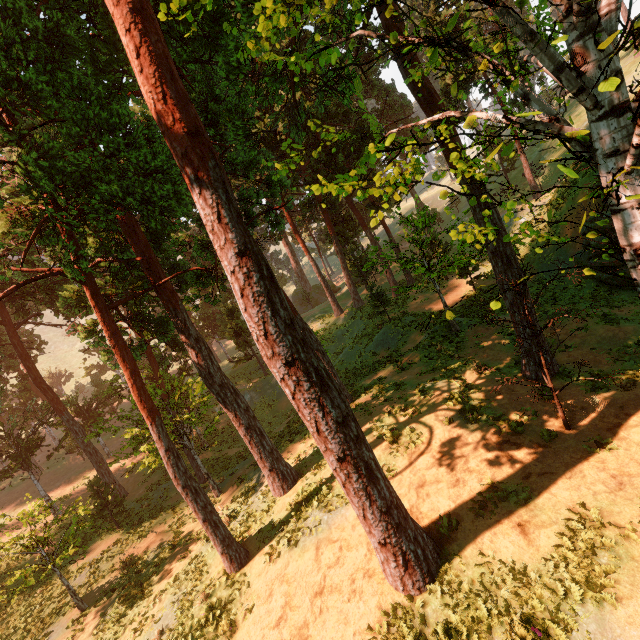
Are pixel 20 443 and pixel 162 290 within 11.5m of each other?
no
